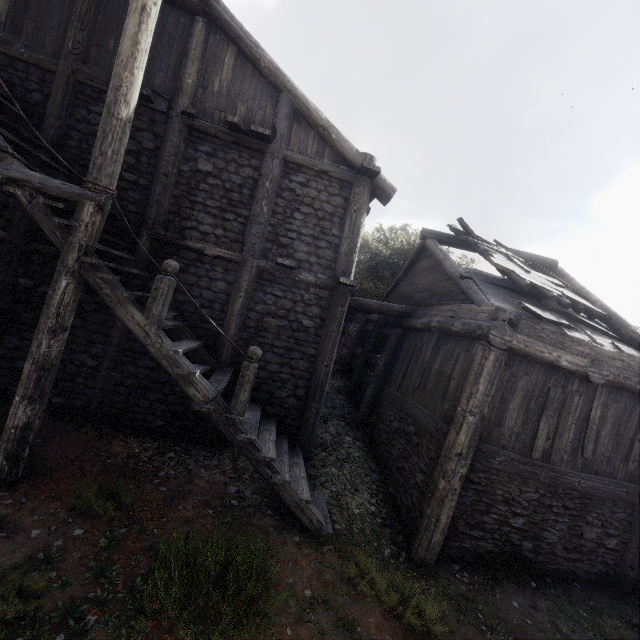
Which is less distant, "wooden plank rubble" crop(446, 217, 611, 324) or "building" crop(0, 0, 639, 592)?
"building" crop(0, 0, 639, 592)

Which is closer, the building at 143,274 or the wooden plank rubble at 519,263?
the building at 143,274

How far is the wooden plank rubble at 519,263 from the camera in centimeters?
814cm

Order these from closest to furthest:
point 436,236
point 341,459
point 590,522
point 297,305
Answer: point 590,522, point 297,305, point 341,459, point 436,236

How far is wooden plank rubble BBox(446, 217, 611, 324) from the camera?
8.1m
